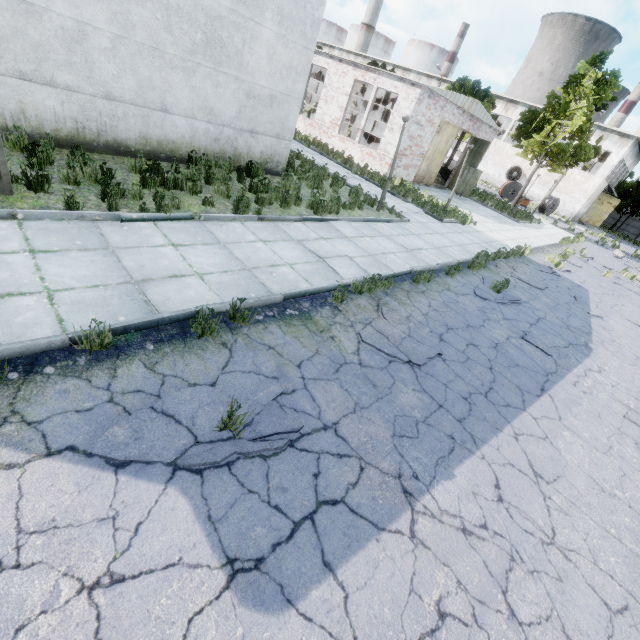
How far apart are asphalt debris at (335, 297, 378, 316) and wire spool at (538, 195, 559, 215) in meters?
39.3

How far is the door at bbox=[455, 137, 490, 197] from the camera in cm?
2267

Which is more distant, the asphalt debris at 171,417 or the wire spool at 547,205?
the wire spool at 547,205

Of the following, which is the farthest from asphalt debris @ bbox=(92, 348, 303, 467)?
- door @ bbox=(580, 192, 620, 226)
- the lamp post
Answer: door @ bbox=(580, 192, 620, 226)

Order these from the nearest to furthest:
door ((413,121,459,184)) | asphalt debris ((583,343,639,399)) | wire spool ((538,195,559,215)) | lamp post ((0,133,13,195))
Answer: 1. lamp post ((0,133,13,195))
2. asphalt debris ((583,343,639,399))
3. door ((413,121,459,184))
4. wire spool ((538,195,559,215))

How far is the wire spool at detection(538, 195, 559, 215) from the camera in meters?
35.6 m

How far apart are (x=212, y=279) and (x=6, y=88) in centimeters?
631cm

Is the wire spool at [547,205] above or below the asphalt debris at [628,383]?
above
